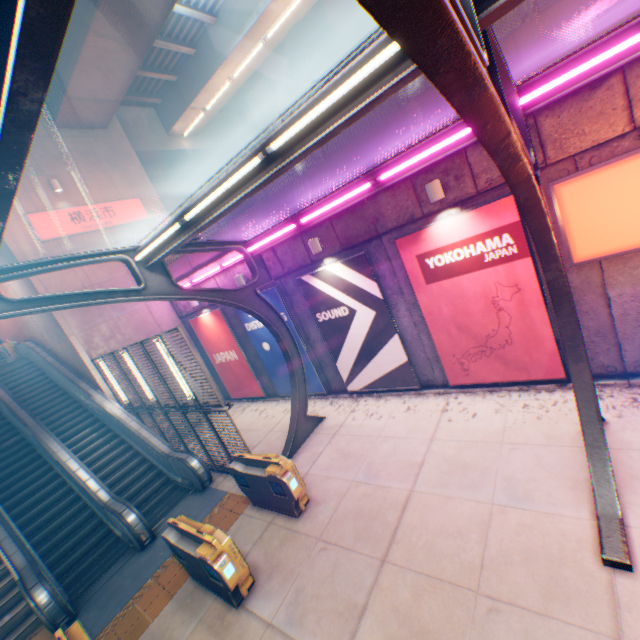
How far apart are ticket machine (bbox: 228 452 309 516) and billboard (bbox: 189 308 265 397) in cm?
563

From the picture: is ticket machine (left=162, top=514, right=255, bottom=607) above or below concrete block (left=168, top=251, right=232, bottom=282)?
below

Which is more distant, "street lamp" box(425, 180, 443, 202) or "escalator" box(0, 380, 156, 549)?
"escalator" box(0, 380, 156, 549)

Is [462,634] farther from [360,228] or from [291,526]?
[360,228]

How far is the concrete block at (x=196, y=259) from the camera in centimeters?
1224cm

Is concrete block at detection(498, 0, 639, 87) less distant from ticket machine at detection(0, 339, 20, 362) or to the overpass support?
the overpass support

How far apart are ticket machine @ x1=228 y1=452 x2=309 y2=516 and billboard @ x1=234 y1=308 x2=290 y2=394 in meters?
4.1 m

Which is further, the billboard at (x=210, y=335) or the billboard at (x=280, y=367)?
the billboard at (x=210, y=335)
